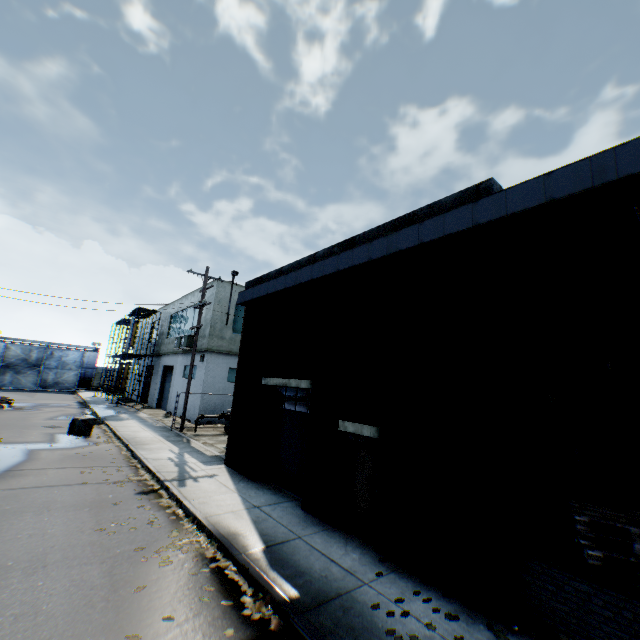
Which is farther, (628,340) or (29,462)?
(29,462)

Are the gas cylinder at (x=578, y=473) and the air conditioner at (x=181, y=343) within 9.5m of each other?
no

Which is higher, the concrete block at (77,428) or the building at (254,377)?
the building at (254,377)

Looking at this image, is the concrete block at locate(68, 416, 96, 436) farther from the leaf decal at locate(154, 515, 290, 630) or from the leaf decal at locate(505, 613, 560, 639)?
the leaf decal at locate(505, 613, 560, 639)

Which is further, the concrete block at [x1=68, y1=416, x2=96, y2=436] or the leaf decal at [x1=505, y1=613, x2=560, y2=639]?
the concrete block at [x1=68, y1=416, x2=96, y2=436]

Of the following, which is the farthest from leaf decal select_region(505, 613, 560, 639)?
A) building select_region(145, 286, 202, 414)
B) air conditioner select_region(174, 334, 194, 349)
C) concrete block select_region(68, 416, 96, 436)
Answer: air conditioner select_region(174, 334, 194, 349)

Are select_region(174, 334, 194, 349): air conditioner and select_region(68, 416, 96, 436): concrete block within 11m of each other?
yes

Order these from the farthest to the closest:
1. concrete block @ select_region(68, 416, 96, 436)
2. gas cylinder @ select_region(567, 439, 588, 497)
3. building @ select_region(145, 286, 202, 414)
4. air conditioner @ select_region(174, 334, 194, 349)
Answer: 1. building @ select_region(145, 286, 202, 414)
2. air conditioner @ select_region(174, 334, 194, 349)
3. concrete block @ select_region(68, 416, 96, 436)
4. gas cylinder @ select_region(567, 439, 588, 497)
